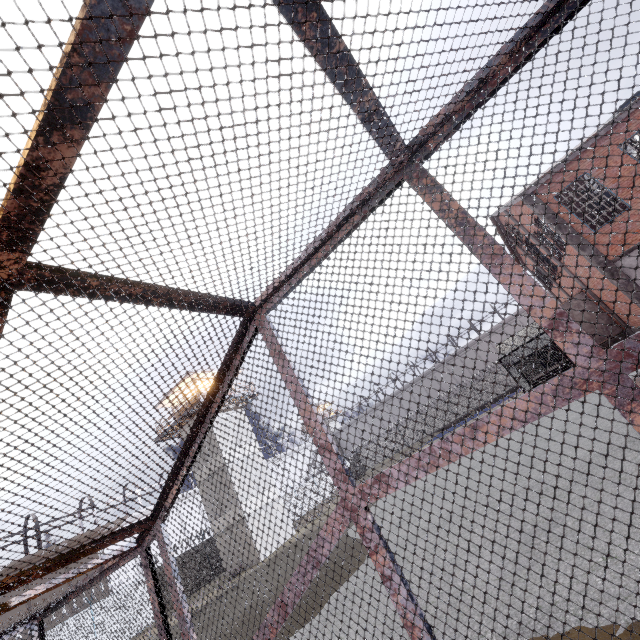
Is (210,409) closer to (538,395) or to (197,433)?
(197,433)
